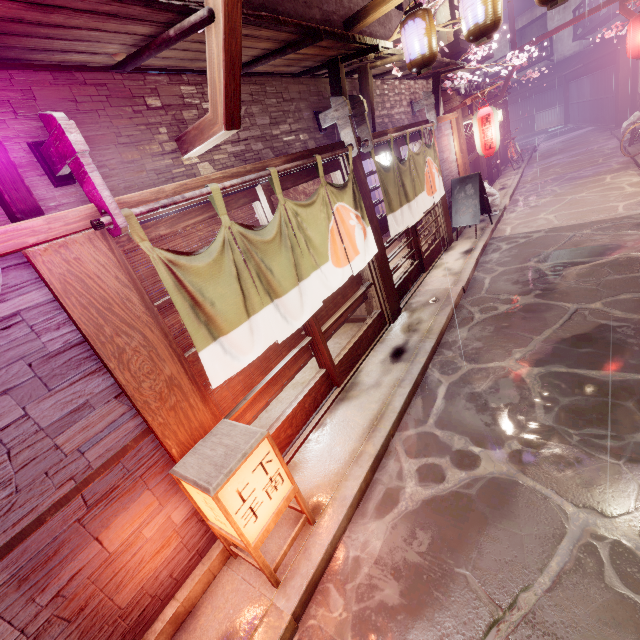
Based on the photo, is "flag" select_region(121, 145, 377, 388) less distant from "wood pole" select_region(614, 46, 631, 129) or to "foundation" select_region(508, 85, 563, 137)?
"foundation" select_region(508, 85, 563, 137)

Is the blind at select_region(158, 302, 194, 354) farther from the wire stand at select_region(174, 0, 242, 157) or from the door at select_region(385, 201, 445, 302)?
the door at select_region(385, 201, 445, 302)

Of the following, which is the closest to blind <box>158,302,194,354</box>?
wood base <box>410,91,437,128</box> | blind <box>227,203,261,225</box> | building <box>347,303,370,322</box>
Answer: blind <box>227,203,261,225</box>

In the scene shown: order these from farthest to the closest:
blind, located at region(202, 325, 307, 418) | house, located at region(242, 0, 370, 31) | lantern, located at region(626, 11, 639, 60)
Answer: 1. lantern, located at region(626, 11, 639, 60)
2. house, located at region(242, 0, 370, 31)
3. blind, located at region(202, 325, 307, 418)

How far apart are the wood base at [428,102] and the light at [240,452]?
13.7m

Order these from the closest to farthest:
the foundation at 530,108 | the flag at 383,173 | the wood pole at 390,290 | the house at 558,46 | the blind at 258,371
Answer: the blind at 258,371, the wood pole at 390,290, the flag at 383,173, the house at 558,46, the foundation at 530,108

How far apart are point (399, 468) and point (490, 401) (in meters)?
2.40

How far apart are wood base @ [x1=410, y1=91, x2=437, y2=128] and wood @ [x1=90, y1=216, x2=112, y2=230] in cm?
1335
